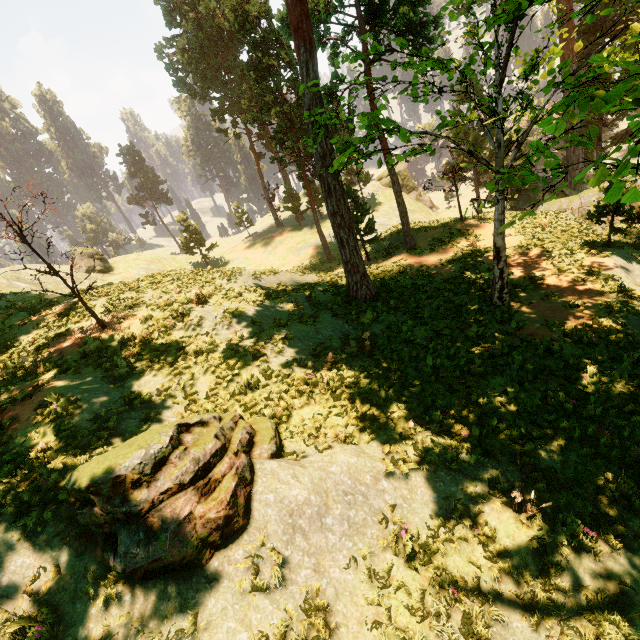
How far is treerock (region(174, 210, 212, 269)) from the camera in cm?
4359

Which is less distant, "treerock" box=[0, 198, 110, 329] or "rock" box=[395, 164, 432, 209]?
"treerock" box=[0, 198, 110, 329]

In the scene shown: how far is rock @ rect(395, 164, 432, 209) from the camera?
56.7m

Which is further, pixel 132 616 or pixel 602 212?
pixel 602 212

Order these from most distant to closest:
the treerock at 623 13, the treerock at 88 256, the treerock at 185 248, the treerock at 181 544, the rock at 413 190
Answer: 1. the rock at 413 190
2. the treerock at 185 248
3. the treerock at 88 256
4. the treerock at 623 13
5. the treerock at 181 544

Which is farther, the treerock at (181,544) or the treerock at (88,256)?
the treerock at (88,256)

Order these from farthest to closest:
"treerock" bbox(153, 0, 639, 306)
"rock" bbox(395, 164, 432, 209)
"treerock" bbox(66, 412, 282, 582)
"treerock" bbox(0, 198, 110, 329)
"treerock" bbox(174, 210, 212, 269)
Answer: "rock" bbox(395, 164, 432, 209) < "treerock" bbox(174, 210, 212, 269) < "treerock" bbox(0, 198, 110, 329) < "treerock" bbox(153, 0, 639, 306) < "treerock" bbox(66, 412, 282, 582)
